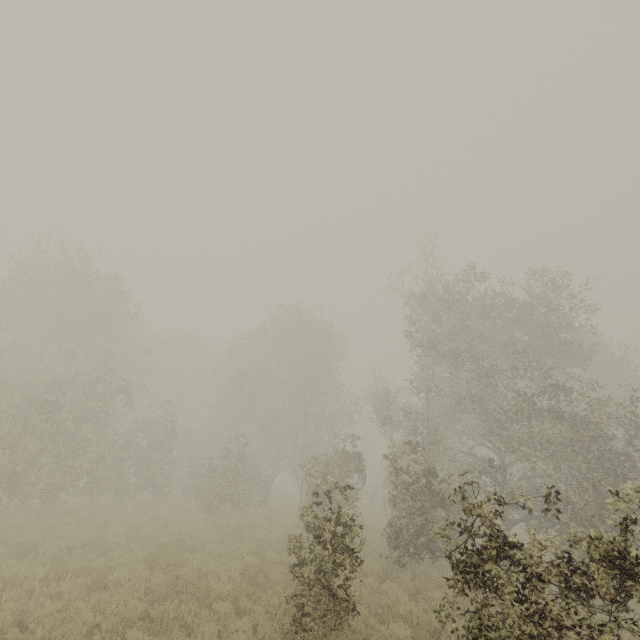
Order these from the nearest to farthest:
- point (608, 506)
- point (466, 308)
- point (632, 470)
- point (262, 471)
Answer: point (608, 506) < point (632, 470) < point (466, 308) < point (262, 471)
